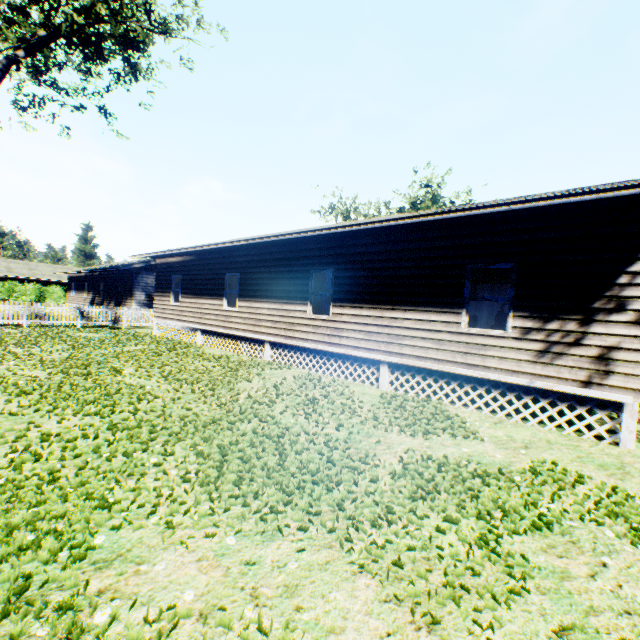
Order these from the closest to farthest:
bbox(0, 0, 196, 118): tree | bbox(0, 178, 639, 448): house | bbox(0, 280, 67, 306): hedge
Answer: bbox(0, 178, 639, 448): house
bbox(0, 0, 196, 118): tree
bbox(0, 280, 67, 306): hedge

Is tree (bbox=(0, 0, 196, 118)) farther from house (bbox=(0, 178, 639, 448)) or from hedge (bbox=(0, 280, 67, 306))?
hedge (bbox=(0, 280, 67, 306))

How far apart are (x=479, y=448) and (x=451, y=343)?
2.9m

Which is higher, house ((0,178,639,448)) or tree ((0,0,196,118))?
tree ((0,0,196,118))

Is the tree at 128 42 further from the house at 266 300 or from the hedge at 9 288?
the hedge at 9 288

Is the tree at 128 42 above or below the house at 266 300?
above

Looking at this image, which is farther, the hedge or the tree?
the hedge
